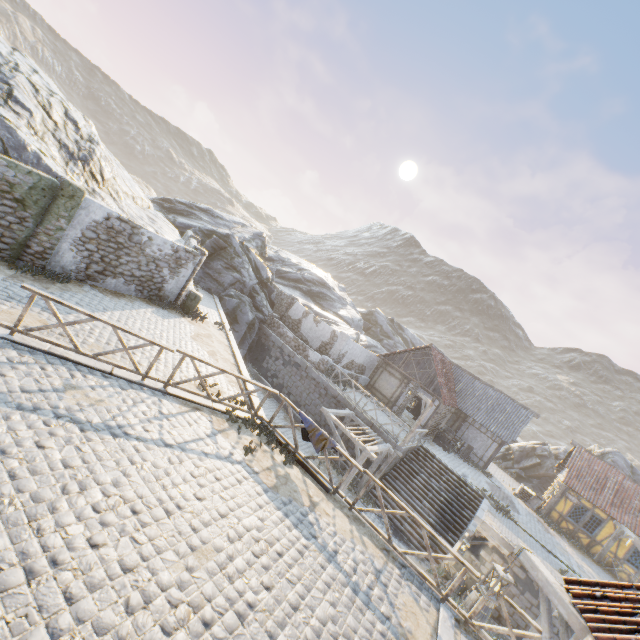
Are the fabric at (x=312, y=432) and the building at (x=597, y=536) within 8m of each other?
no

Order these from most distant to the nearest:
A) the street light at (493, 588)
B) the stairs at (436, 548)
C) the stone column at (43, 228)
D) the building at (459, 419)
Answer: the building at (459, 419), the stairs at (436, 548), the stone column at (43, 228), the street light at (493, 588)

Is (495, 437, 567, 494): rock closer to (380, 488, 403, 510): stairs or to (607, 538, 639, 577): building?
(607, 538, 639, 577): building

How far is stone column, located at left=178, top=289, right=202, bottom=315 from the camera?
16.1 meters

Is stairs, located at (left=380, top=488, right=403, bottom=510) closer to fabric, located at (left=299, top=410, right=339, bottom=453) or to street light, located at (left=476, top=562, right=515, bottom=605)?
fabric, located at (left=299, top=410, right=339, bottom=453)

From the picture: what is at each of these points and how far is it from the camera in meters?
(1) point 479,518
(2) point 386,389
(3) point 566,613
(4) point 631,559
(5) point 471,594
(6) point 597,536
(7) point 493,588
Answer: (1) stone blocks, 15.0 m
(2) building, 25.2 m
(3) street light, 4.6 m
(4) building, 20.1 m
(5) barrel, 13.4 m
(6) building, 21.1 m
(7) street light, 5.6 m

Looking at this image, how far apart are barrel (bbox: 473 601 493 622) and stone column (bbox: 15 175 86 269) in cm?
2067

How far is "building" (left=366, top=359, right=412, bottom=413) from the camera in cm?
2444
